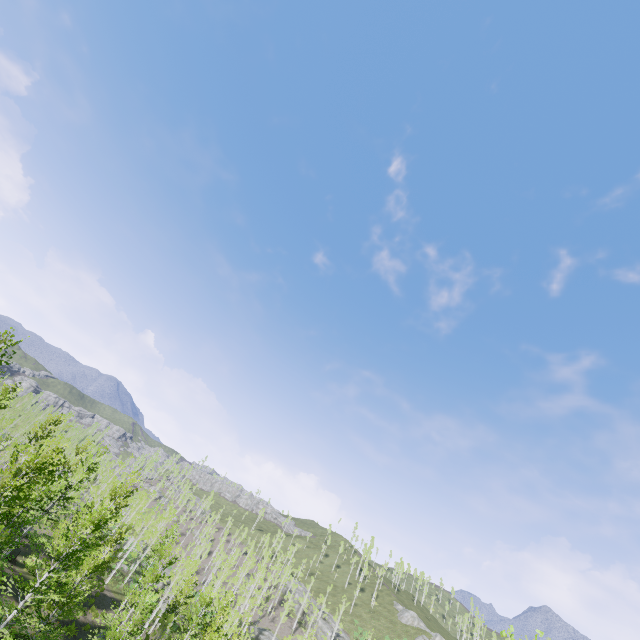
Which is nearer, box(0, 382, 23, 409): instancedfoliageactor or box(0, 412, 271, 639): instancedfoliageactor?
box(0, 412, 271, 639): instancedfoliageactor

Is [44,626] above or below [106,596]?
below

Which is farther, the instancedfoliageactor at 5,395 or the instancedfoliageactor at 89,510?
the instancedfoliageactor at 5,395
